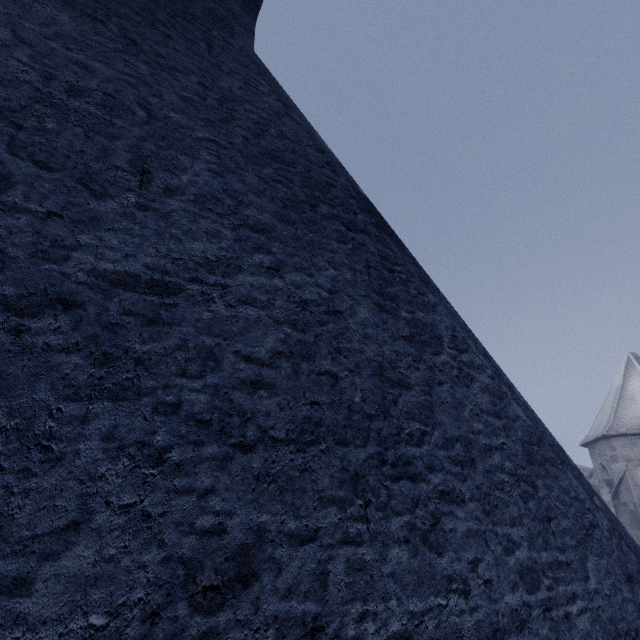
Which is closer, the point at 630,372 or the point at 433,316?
the point at 433,316
